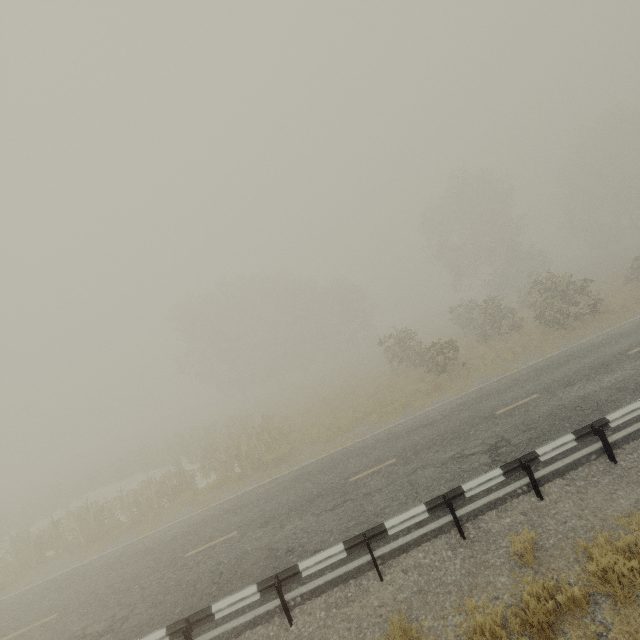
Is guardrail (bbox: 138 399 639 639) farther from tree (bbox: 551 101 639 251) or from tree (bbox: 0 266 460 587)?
tree (bbox: 551 101 639 251)

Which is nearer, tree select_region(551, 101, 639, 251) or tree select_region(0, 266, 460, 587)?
tree select_region(0, 266, 460, 587)

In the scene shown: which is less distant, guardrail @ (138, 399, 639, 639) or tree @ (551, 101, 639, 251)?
guardrail @ (138, 399, 639, 639)

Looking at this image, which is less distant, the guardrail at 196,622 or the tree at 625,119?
the guardrail at 196,622

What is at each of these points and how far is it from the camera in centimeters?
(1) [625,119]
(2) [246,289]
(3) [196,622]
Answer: (1) tree, 4028cm
(2) tree, 4803cm
(3) guardrail, 673cm

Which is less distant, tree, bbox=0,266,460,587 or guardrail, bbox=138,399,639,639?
guardrail, bbox=138,399,639,639

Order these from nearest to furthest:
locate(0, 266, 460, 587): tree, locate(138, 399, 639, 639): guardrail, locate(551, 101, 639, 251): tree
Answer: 1. locate(138, 399, 639, 639): guardrail
2. locate(0, 266, 460, 587): tree
3. locate(551, 101, 639, 251): tree

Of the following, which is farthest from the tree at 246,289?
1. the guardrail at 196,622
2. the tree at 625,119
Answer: the tree at 625,119
